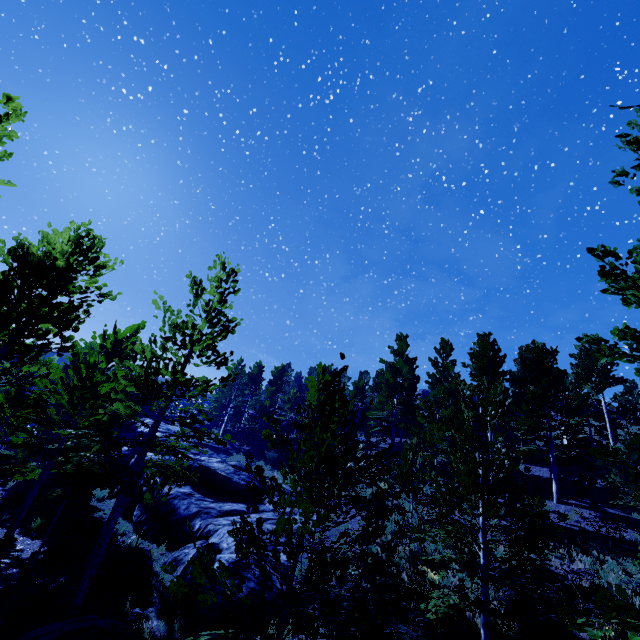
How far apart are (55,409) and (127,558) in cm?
2779

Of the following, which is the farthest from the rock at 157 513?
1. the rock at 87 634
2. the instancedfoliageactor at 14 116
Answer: the rock at 87 634

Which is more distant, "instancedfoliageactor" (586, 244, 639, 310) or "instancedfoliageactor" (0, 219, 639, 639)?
"instancedfoliageactor" (0, 219, 639, 639)

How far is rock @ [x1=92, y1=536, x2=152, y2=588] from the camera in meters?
9.4

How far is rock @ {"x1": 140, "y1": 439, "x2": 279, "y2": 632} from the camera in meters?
8.4

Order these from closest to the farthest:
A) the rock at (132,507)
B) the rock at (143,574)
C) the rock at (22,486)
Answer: the rock at (143,574)
the rock at (132,507)
the rock at (22,486)

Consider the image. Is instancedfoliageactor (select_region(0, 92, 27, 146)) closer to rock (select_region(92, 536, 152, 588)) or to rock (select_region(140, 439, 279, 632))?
rock (select_region(140, 439, 279, 632))

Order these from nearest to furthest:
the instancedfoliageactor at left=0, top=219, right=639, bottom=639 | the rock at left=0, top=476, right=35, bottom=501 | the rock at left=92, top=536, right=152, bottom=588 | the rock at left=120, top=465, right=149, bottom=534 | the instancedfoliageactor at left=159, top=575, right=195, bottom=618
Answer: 1. the instancedfoliageactor at left=159, top=575, right=195, bottom=618
2. the instancedfoliageactor at left=0, top=219, right=639, bottom=639
3. the rock at left=92, top=536, right=152, bottom=588
4. the rock at left=120, top=465, right=149, bottom=534
5. the rock at left=0, top=476, right=35, bottom=501
